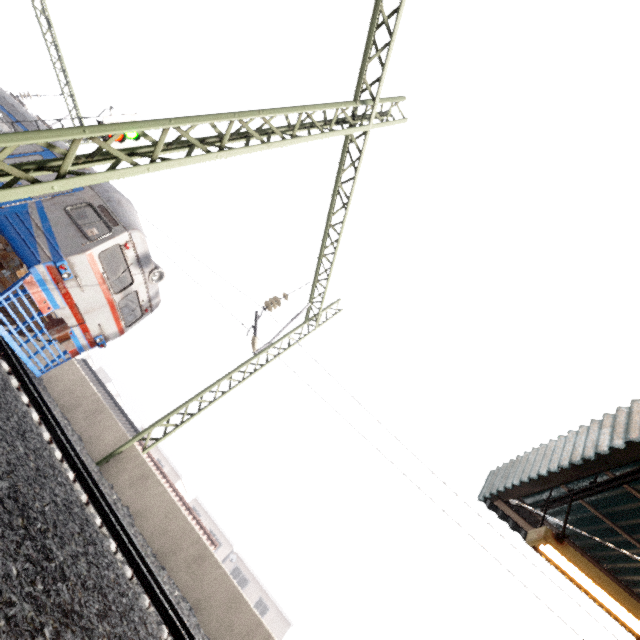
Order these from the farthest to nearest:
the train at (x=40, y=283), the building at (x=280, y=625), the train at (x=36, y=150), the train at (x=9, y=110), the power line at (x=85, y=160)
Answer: the building at (x=280, y=625), the train at (x=9, y=110), the train at (x=36, y=150), the train at (x=40, y=283), the power line at (x=85, y=160)

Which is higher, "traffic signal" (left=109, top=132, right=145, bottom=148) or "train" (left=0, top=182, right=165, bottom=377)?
"traffic signal" (left=109, top=132, right=145, bottom=148)

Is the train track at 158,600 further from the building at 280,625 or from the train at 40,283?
the building at 280,625

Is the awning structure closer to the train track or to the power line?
the train track

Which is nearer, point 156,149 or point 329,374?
point 156,149

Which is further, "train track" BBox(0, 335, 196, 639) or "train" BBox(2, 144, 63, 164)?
"train" BBox(2, 144, 63, 164)

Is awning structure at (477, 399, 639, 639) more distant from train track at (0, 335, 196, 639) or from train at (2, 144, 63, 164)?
train at (2, 144, 63, 164)

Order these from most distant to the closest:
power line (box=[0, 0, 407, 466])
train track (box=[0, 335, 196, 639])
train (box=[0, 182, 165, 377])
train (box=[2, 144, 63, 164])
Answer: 1. train (box=[2, 144, 63, 164])
2. train (box=[0, 182, 165, 377])
3. train track (box=[0, 335, 196, 639])
4. power line (box=[0, 0, 407, 466])
